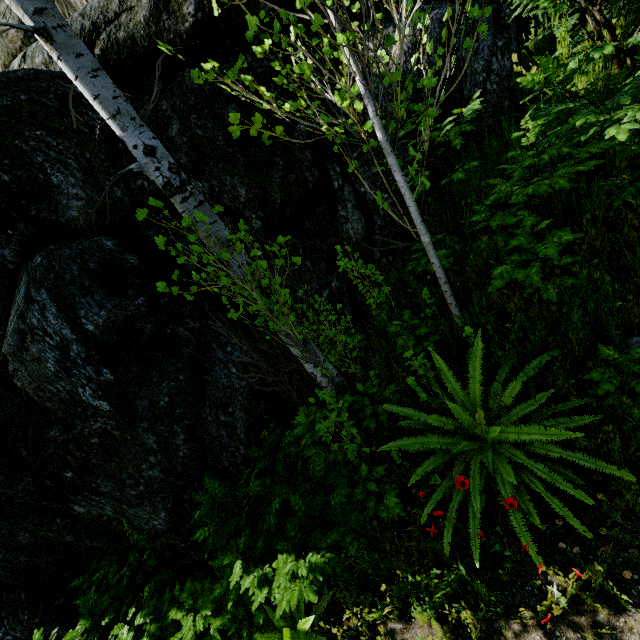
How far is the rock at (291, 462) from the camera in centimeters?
433cm

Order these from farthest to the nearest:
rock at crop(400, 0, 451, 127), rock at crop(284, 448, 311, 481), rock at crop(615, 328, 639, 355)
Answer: rock at crop(284, 448, 311, 481)
rock at crop(400, 0, 451, 127)
rock at crop(615, 328, 639, 355)

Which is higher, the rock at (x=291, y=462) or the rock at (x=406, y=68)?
the rock at (x=406, y=68)

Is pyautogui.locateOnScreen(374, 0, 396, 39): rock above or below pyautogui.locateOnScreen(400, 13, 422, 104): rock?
above

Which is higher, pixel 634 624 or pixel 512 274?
pixel 512 274

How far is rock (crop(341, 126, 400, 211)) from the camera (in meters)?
3.63
